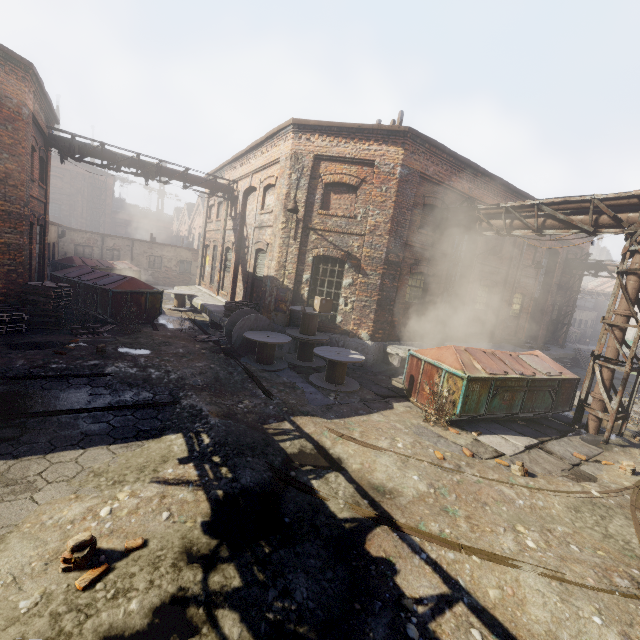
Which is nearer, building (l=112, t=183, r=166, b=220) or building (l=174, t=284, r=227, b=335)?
building (l=174, t=284, r=227, b=335)

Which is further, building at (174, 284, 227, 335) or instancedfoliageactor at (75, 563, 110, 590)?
building at (174, 284, 227, 335)

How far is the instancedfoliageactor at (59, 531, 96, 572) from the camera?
2.99m

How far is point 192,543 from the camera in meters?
3.5 m

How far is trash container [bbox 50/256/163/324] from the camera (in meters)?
12.34

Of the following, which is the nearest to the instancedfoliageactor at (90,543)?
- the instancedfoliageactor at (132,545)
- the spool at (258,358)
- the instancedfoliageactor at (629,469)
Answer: the instancedfoliageactor at (132,545)

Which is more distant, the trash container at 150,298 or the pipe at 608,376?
the trash container at 150,298

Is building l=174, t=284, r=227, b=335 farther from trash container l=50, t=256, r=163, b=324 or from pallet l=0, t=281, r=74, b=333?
pallet l=0, t=281, r=74, b=333
